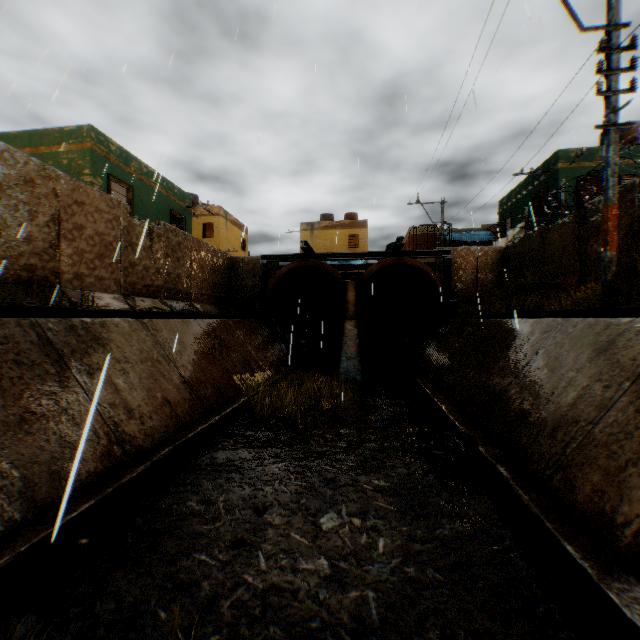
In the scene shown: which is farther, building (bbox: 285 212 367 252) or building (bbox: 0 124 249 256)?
building (bbox: 285 212 367 252)

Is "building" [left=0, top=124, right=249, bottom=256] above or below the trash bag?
above

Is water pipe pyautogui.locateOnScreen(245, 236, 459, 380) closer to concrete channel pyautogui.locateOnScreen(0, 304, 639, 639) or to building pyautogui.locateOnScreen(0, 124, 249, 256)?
concrete channel pyautogui.locateOnScreen(0, 304, 639, 639)

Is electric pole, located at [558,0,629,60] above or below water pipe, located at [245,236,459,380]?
above

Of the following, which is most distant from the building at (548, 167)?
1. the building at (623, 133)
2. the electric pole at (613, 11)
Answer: the electric pole at (613, 11)

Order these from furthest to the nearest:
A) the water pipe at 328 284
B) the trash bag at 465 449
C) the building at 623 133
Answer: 1. the building at 623 133
2. the water pipe at 328 284
3. the trash bag at 465 449

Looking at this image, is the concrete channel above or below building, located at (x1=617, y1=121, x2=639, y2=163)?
below

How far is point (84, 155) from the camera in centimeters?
1184cm
